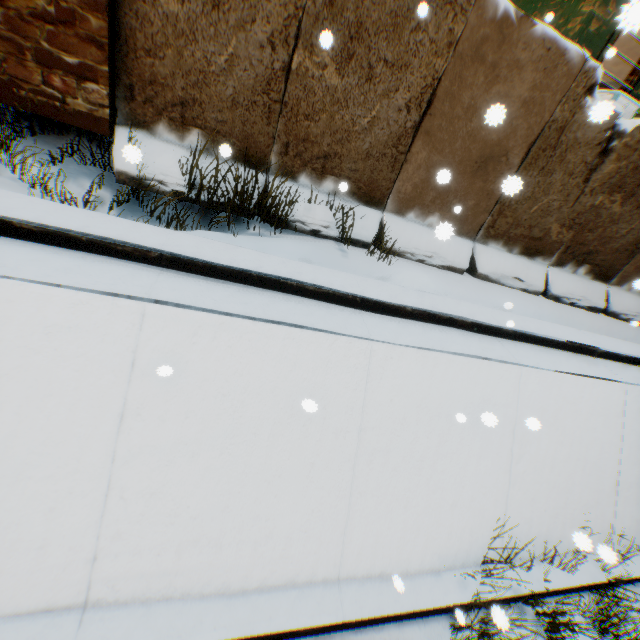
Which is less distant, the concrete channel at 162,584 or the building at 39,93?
the concrete channel at 162,584

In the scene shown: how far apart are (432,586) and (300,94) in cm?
614

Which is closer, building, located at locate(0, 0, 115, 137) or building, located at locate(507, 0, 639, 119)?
building, located at locate(0, 0, 115, 137)

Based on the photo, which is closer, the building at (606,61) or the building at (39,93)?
the building at (39,93)

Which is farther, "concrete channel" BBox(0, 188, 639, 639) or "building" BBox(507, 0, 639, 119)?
"building" BBox(507, 0, 639, 119)

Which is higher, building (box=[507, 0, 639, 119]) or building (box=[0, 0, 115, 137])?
building (box=[507, 0, 639, 119])

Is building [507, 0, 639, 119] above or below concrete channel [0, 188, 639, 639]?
Answer: above
